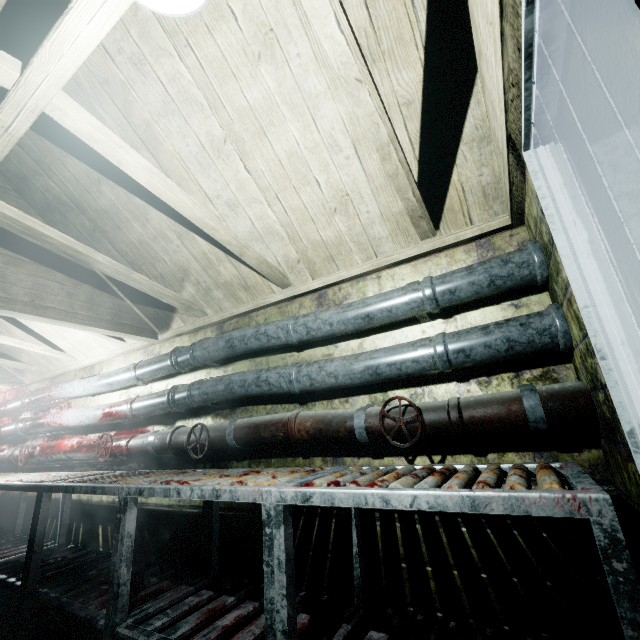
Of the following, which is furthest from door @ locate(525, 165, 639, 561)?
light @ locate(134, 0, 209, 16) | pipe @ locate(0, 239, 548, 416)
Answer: light @ locate(134, 0, 209, 16)

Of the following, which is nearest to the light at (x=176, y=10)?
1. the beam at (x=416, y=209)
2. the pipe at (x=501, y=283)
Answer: the beam at (x=416, y=209)

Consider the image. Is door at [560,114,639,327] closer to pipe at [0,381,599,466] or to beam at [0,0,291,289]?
pipe at [0,381,599,466]

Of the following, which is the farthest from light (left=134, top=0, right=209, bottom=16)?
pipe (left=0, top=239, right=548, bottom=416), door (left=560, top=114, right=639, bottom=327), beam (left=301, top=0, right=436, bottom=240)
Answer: pipe (left=0, top=239, right=548, bottom=416)

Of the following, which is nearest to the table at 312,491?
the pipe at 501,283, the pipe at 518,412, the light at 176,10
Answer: the pipe at 518,412

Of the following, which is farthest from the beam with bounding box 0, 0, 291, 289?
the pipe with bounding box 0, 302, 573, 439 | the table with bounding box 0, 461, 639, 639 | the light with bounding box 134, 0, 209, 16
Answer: the table with bounding box 0, 461, 639, 639

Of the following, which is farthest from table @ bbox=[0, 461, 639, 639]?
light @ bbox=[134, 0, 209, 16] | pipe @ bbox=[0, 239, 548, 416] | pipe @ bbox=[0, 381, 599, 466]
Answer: light @ bbox=[134, 0, 209, 16]

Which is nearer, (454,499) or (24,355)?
(454,499)
